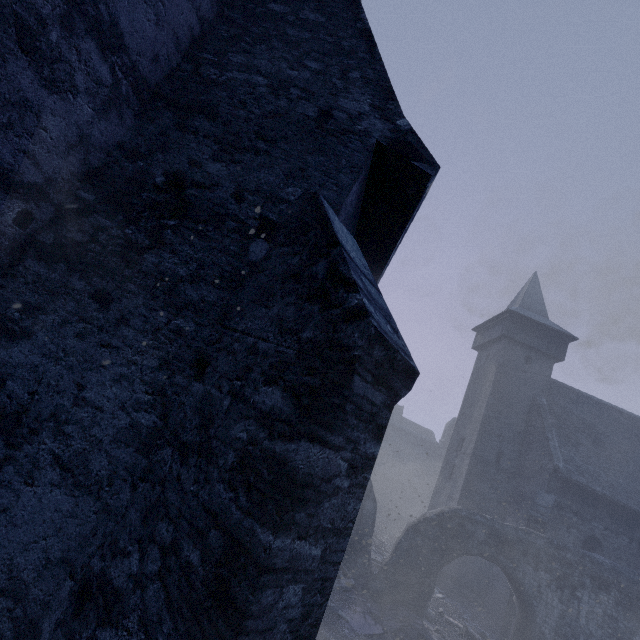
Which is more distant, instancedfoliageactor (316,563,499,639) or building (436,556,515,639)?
building (436,556,515,639)

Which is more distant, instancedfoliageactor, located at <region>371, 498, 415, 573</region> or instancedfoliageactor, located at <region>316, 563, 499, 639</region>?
instancedfoliageactor, located at <region>371, 498, 415, 573</region>

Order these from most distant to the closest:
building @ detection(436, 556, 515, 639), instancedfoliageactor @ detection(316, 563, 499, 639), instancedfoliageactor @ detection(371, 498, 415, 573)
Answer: instancedfoliageactor @ detection(371, 498, 415, 573), building @ detection(436, 556, 515, 639), instancedfoliageactor @ detection(316, 563, 499, 639)

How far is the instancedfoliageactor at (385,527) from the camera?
15.9 meters

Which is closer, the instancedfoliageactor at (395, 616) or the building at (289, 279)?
the building at (289, 279)

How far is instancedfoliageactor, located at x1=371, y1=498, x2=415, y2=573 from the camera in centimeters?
1592cm

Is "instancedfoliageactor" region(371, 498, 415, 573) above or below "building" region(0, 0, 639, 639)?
below

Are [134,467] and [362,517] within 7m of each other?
no
